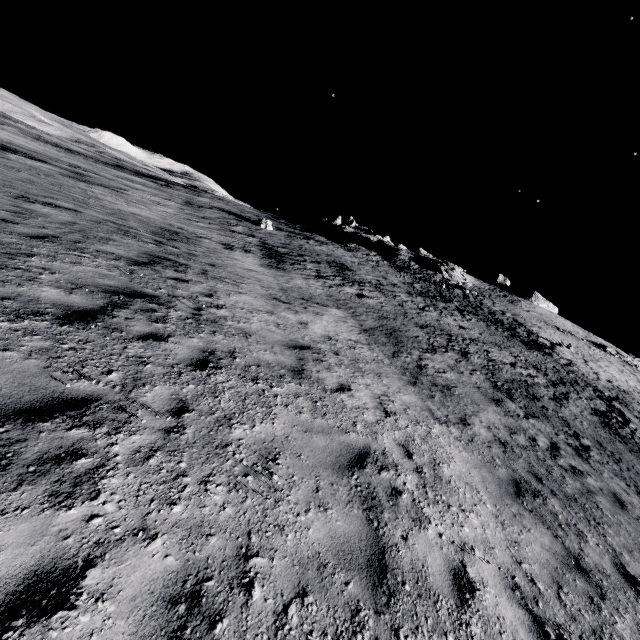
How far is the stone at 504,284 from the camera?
55.6m

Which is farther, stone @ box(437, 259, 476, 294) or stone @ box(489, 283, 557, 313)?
stone @ box(489, 283, 557, 313)

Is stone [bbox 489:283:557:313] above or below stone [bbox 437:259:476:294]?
above

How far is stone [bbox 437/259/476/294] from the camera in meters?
42.1

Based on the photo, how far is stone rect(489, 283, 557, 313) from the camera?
55.59m

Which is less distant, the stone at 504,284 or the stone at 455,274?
the stone at 455,274

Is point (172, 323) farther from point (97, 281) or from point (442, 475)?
point (442, 475)
